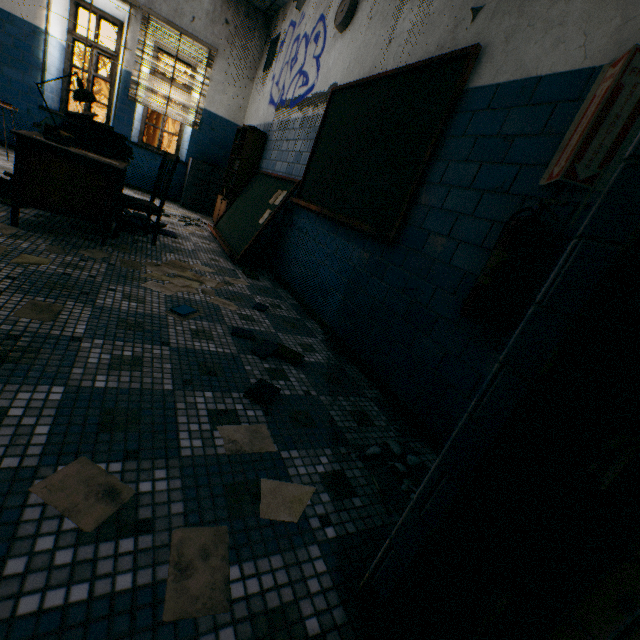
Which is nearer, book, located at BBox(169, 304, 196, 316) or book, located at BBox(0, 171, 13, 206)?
book, located at BBox(169, 304, 196, 316)

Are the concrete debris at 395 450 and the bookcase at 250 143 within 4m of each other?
no

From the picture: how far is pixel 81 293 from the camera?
2.00m

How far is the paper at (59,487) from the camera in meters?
0.9

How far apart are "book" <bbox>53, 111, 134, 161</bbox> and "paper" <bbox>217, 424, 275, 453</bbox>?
3.12m

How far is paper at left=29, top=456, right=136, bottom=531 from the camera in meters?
0.9 m

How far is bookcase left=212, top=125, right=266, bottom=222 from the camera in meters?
5.3 m

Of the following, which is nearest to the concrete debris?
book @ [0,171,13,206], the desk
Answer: the desk
